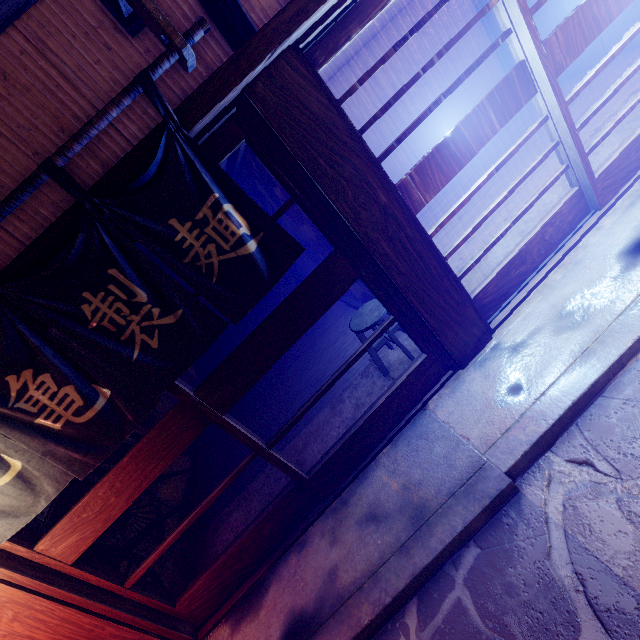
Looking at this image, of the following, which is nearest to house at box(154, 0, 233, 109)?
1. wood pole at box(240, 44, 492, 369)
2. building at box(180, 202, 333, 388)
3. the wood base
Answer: the wood base

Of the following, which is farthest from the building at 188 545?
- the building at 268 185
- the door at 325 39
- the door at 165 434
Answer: the door at 325 39

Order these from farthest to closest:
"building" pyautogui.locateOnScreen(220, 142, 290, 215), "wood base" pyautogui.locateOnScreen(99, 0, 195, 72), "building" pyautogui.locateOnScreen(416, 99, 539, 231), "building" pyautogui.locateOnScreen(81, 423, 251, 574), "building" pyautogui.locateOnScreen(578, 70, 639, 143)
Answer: "building" pyautogui.locateOnScreen(416, 99, 539, 231)
"building" pyautogui.locateOnScreen(578, 70, 639, 143)
"building" pyautogui.locateOnScreen(220, 142, 290, 215)
"building" pyautogui.locateOnScreen(81, 423, 251, 574)
"wood base" pyautogui.locateOnScreen(99, 0, 195, 72)

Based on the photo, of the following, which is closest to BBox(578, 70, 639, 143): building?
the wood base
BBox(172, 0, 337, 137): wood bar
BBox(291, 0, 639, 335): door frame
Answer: BBox(172, 0, 337, 137): wood bar

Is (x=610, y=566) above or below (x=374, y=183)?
below

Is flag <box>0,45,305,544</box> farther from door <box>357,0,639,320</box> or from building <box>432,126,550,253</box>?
building <box>432,126,550,253</box>

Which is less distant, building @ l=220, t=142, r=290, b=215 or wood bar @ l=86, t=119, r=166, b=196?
wood bar @ l=86, t=119, r=166, b=196

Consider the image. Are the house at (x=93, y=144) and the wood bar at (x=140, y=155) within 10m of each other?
yes
